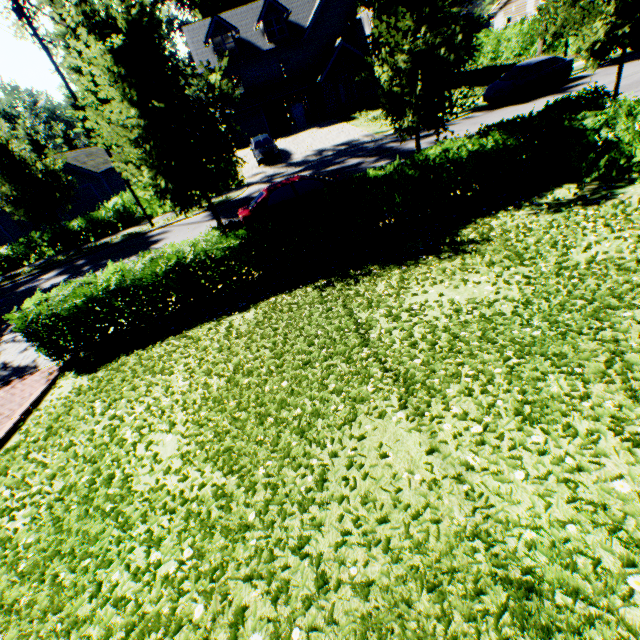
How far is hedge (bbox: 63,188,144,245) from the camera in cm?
2108

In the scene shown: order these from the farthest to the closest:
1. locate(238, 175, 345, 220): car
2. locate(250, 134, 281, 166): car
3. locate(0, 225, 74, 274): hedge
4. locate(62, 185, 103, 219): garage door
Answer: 1. locate(62, 185, 103, 219): garage door
2. locate(250, 134, 281, 166): car
3. locate(0, 225, 74, 274): hedge
4. locate(238, 175, 345, 220): car

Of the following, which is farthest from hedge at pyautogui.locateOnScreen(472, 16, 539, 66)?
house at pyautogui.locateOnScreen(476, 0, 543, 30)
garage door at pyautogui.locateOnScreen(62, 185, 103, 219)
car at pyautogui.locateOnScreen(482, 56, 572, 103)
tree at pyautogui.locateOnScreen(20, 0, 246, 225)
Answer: garage door at pyautogui.locateOnScreen(62, 185, 103, 219)

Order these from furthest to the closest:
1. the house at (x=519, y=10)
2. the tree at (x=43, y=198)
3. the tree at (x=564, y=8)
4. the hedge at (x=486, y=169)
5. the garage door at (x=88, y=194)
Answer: the house at (x=519, y=10) → the garage door at (x=88, y=194) → the tree at (x=43, y=198) → the tree at (x=564, y=8) → the hedge at (x=486, y=169)

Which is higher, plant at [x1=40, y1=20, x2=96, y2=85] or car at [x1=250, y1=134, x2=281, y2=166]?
plant at [x1=40, y1=20, x2=96, y2=85]

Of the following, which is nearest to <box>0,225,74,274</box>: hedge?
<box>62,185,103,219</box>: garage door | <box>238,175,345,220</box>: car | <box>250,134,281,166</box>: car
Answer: <box>62,185,103,219</box>: garage door

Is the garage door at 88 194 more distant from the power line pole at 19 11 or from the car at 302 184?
the car at 302 184

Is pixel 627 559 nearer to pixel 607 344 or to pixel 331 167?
pixel 607 344
